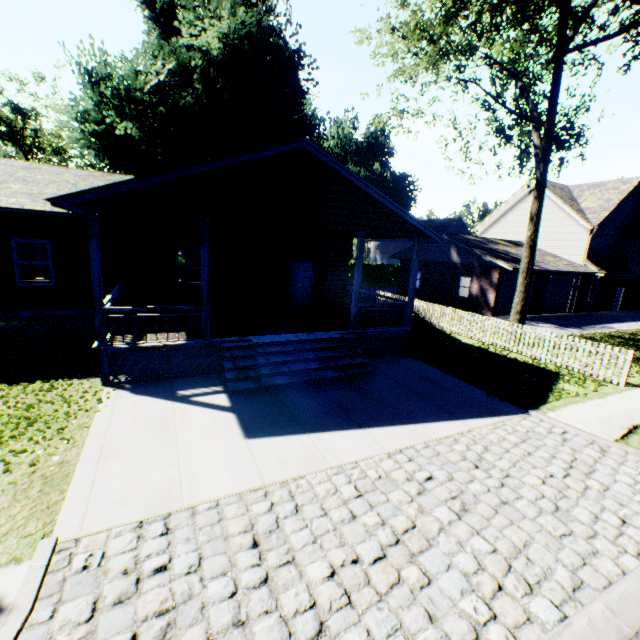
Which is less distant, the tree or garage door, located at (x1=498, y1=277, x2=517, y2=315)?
the tree

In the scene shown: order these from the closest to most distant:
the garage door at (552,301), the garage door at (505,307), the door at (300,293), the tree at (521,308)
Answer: the tree at (521,308), the door at (300,293), the garage door at (505,307), the garage door at (552,301)

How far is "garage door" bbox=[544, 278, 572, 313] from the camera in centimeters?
2496cm

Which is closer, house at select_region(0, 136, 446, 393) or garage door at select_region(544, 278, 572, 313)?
house at select_region(0, 136, 446, 393)

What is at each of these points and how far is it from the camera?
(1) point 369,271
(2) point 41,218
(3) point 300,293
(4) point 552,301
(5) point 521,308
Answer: (1) hedge, 44.44m
(2) house, 10.84m
(3) door, 15.73m
(4) garage door, 25.34m
(5) tree, 14.89m

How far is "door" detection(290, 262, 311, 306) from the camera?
15.4 meters

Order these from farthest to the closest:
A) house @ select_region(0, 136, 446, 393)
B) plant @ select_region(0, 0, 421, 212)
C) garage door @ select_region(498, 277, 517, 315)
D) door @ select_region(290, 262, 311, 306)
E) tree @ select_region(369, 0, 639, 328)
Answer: plant @ select_region(0, 0, 421, 212) → garage door @ select_region(498, 277, 517, 315) → door @ select_region(290, 262, 311, 306) → tree @ select_region(369, 0, 639, 328) → house @ select_region(0, 136, 446, 393)

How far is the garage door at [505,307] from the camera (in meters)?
22.42
